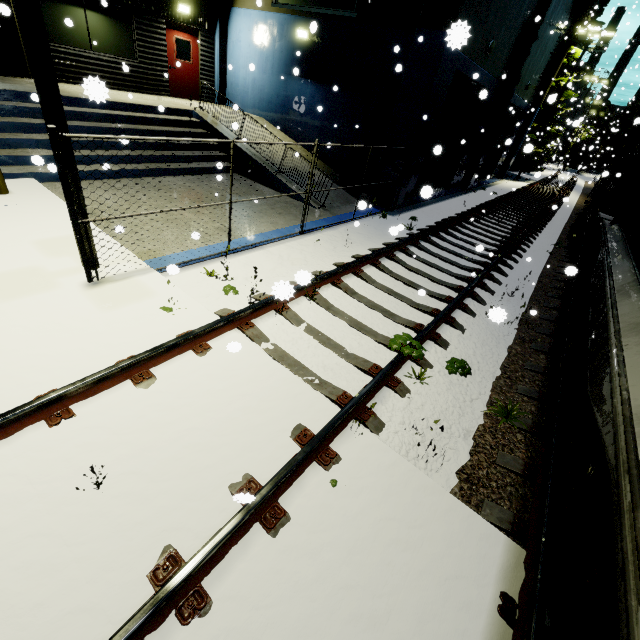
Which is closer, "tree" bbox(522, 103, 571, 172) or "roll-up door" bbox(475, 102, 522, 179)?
"roll-up door" bbox(475, 102, 522, 179)

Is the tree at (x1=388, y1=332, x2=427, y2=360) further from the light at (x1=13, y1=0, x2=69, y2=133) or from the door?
the door

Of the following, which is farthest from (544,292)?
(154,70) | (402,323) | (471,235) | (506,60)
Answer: (154,70)

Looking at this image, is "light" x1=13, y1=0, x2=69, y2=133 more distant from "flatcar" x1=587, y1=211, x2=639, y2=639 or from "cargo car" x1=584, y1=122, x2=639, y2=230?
"cargo car" x1=584, y1=122, x2=639, y2=230

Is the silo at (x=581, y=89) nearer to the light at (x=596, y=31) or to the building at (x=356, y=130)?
the light at (x=596, y=31)

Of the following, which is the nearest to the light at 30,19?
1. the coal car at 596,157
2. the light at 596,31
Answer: the light at 596,31

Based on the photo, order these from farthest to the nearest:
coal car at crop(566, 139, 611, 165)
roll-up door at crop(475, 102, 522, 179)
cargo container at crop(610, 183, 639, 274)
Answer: coal car at crop(566, 139, 611, 165) → roll-up door at crop(475, 102, 522, 179) → cargo container at crop(610, 183, 639, 274)

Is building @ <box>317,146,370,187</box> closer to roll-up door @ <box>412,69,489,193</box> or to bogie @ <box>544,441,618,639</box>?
roll-up door @ <box>412,69,489,193</box>
